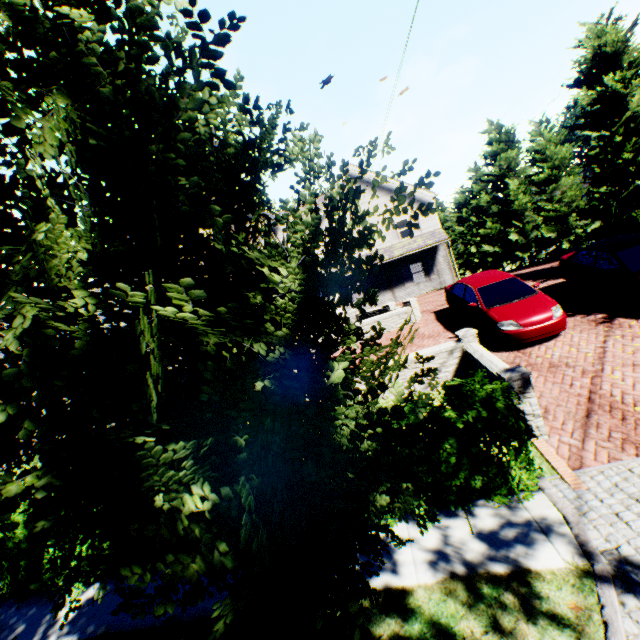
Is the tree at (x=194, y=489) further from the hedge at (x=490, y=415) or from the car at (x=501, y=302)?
the car at (x=501, y=302)

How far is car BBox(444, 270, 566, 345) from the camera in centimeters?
880cm

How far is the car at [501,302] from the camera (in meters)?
8.80

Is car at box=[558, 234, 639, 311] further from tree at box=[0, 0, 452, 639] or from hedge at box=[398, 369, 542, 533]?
hedge at box=[398, 369, 542, 533]

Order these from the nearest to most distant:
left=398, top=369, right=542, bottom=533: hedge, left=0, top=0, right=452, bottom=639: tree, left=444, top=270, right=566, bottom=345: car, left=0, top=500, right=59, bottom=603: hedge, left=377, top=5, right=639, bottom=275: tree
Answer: left=0, top=0, right=452, bottom=639: tree → left=398, top=369, right=542, bottom=533: hedge → left=0, top=500, right=59, bottom=603: hedge → left=444, top=270, right=566, bottom=345: car → left=377, top=5, right=639, bottom=275: tree

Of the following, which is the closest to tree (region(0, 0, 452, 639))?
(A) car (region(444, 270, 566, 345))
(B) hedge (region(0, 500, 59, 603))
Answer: (B) hedge (region(0, 500, 59, 603))

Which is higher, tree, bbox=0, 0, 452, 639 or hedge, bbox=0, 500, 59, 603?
tree, bbox=0, 0, 452, 639

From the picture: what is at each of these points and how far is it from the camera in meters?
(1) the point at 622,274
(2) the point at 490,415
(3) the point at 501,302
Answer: (1) car, 9.1
(2) hedge, 4.7
(3) car, 9.8
